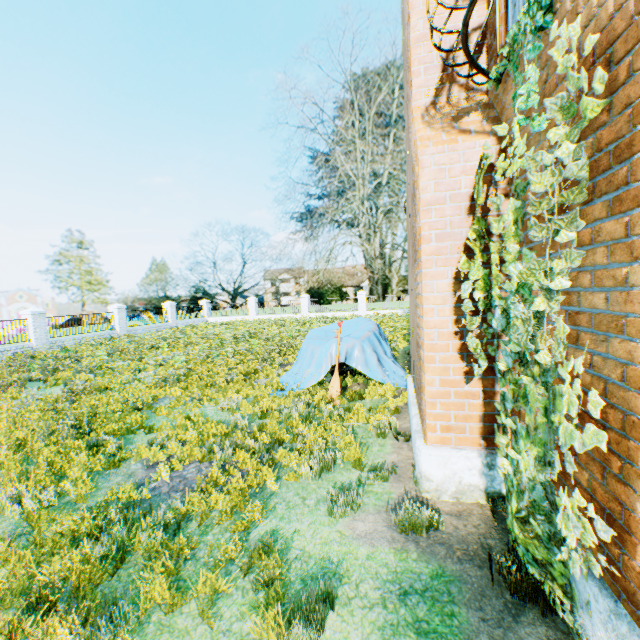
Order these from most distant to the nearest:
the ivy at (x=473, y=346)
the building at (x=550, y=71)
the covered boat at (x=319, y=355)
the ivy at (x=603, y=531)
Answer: the covered boat at (x=319, y=355)
the ivy at (x=473, y=346)
the building at (x=550, y=71)
the ivy at (x=603, y=531)

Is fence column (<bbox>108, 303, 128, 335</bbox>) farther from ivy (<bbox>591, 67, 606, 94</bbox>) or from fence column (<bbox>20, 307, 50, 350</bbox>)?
ivy (<bbox>591, 67, 606, 94</bbox>)

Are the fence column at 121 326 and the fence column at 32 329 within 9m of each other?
yes

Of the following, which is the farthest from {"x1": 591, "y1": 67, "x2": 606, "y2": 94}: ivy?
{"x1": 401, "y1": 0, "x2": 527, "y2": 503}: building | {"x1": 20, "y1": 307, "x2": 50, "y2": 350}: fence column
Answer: {"x1": 20, "y1": 307, "x2": 50, "y2": 350}: fence column

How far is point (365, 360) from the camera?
7.9m

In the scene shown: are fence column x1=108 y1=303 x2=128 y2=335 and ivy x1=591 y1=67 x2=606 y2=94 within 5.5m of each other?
no

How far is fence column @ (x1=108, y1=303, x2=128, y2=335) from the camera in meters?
23.0 m

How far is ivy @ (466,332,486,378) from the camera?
3.1m
